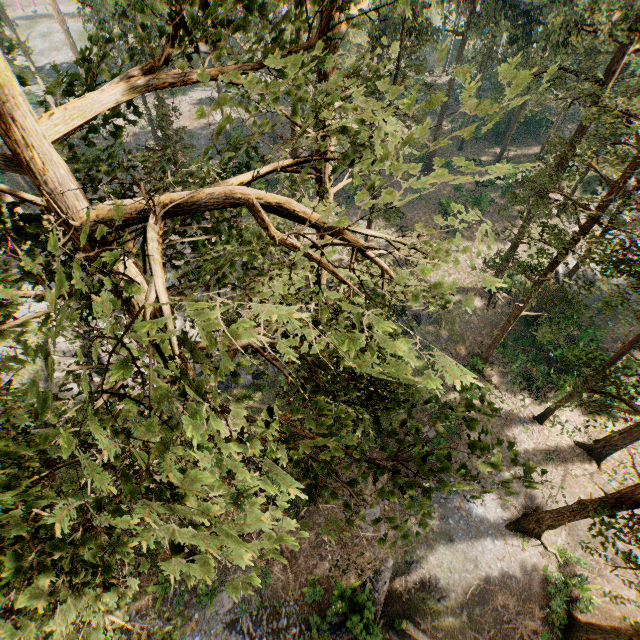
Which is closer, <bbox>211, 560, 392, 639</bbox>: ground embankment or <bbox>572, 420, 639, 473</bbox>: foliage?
<bbox>211, 560, 392, 639</bbox>: ground embankment

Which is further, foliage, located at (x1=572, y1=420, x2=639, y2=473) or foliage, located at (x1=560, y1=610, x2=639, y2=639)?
foliage, located at (x1=572, y1=420, x2=639, y2=473)

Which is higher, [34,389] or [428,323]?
[34,389]

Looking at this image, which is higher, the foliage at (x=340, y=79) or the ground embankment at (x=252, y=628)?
the foliage at (x=340, y=79)

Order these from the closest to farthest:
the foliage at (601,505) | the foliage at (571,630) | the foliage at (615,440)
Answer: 1. the foliage at (601,505)
2. the foliage at (571,630)
3. the foliage at (615,440)

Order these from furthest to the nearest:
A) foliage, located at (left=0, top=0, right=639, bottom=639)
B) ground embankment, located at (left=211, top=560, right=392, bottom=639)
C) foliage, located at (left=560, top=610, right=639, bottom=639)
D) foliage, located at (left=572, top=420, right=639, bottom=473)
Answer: foliage, located at (left=572, top=420, right=639, bottom=473)
ground embankment, located at (left=211, top=560, right=392, bottom=639)
foliage, located at (left=560, top=610, right=639, bottom=639)
foliage, located at (left=0, top=0, right=639, bottom=639)
